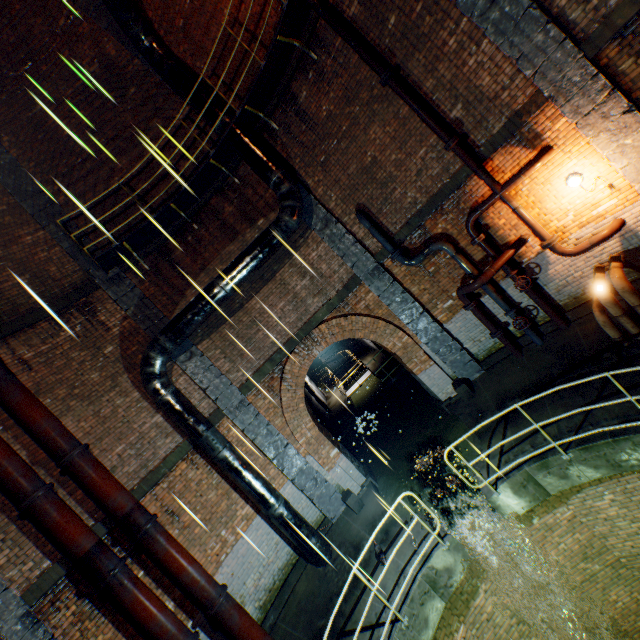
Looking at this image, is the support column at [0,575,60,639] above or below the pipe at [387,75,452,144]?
below

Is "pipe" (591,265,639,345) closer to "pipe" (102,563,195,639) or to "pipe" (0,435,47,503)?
"pipe" (102,563,195,639)

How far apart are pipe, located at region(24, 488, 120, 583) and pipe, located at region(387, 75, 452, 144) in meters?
10.7

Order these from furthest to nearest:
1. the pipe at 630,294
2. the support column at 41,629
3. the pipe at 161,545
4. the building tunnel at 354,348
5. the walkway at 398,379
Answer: the building tunnel at 354,348, the walkway at 398,379, the pipe at 161,545, the pipe at 630,294, the support column at 41,629

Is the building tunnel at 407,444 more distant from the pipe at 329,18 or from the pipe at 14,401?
the pipe at 329,18

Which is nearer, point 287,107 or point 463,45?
point 463,45

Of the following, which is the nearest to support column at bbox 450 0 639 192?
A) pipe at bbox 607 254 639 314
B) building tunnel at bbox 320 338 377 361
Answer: pipe at bbox 607 254 639 314

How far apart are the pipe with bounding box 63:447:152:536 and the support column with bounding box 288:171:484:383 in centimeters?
750cm
